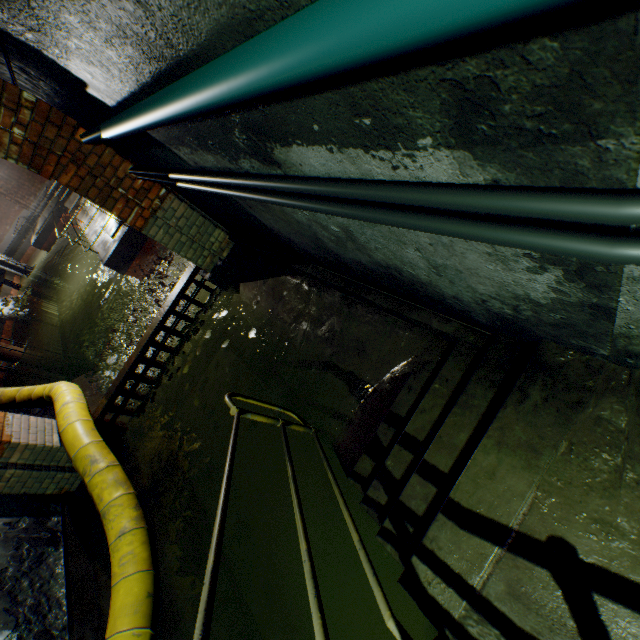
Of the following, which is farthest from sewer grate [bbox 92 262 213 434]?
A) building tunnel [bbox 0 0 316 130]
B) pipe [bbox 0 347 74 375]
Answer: pipe [bbox 0 347 74 375]

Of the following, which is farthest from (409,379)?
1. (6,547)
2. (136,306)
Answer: (136,306)

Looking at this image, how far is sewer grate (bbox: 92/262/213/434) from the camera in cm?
498

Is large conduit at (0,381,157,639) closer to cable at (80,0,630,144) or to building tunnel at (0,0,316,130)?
building tunnel at (0,0,316,130)

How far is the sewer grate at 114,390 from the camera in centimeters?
498cm

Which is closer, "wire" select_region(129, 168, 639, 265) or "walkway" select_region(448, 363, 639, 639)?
"wire" select_region(129, 168, 639, 265)

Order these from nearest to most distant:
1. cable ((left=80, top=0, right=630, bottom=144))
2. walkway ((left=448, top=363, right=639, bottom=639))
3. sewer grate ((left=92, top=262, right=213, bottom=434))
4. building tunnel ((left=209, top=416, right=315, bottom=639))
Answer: cable ((left=80, top=0, right=630, bottom=144)) → walkway ((left=448, top=363, right=639, bottom=639)) → building tunnel ((left=209, top=416, right=315, bottom=639)) → sewer grate ((left=92, top=262, right=213, bottom=434))

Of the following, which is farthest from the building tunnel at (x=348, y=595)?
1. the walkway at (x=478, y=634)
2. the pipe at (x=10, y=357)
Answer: the pipe at (x=10, y=357)
